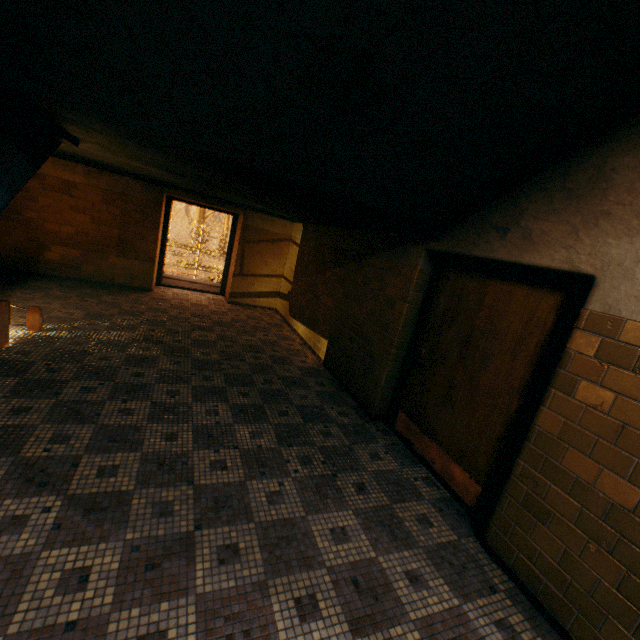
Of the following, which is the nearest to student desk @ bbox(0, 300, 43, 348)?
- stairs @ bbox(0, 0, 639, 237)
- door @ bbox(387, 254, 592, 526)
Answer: stairs @ bbox(0, 0, 639, 237)

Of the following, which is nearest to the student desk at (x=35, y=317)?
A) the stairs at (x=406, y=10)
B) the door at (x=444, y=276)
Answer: the stairs at (x=406, y=10)

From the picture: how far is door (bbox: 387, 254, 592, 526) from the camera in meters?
2.5 m

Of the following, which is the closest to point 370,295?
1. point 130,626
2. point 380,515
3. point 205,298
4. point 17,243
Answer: point 380,515

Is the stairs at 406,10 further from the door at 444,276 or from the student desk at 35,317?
the student desk at 35,317

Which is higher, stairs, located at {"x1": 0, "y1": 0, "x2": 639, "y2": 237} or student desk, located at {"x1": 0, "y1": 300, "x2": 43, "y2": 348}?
stairs, located at {"x1": 0, "y1": 0, "x2": 639, "y2": 237}
